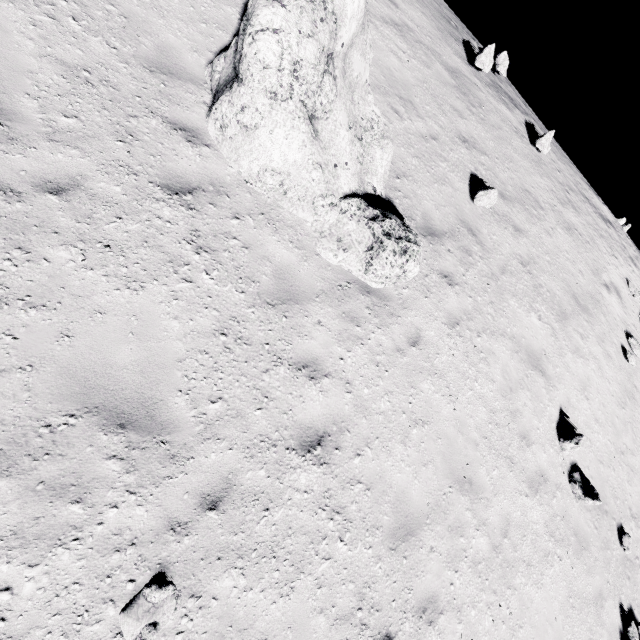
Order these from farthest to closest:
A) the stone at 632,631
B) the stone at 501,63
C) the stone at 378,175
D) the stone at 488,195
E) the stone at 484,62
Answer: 1. the stone at 501,63
2. the stone at 484,62
3. the stone at 488,195
4. the stone at 632,631
5. the stone at 378,175

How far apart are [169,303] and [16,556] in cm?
272

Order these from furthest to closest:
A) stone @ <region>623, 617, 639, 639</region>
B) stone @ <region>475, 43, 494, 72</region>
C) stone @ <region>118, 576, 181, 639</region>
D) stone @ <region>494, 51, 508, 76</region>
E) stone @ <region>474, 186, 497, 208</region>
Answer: stone @ <region>494, 51, 508, 76</region> < stone @ <region>475, 43, 494, 72</region> < stone @ <region>474, 186, 497, 208</region> < stone @ <region>623, 617, 639, 639</region> < stone @ <region>118, 576, 181, 639</region>

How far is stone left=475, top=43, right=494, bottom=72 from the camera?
11.3 meters

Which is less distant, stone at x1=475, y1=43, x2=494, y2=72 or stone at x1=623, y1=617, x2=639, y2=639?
stone at x1=623, y1=617, x2=639, y2=639

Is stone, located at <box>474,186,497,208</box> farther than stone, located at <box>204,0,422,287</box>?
Yes

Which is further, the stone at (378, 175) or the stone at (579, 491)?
the stone at (579, 491)

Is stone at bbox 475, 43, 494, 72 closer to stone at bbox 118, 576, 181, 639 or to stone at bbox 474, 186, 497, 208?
stone at bbox 474, 186, 497, 208
